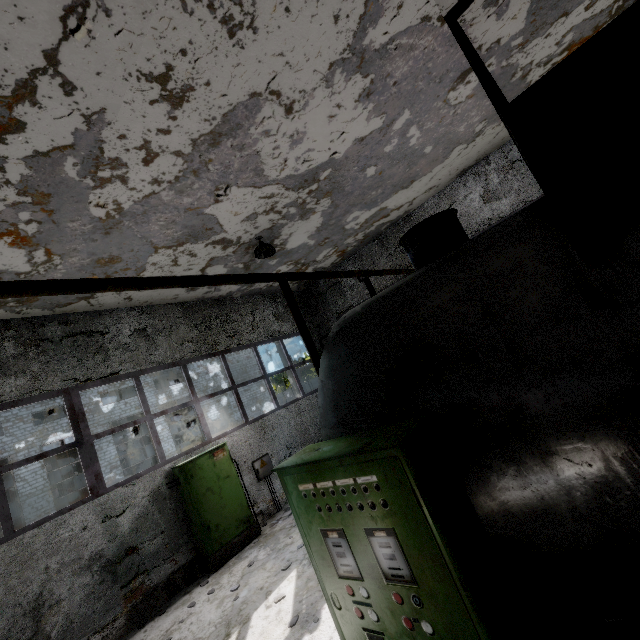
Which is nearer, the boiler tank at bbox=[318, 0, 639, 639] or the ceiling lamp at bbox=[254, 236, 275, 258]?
the boiler tank at bbox=[318, 0, 639, 639]

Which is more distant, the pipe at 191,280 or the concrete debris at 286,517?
the concrete debris at 286,517

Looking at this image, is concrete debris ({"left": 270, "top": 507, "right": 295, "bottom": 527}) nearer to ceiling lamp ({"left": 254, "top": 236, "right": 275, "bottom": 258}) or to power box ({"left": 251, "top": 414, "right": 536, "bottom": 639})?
power box ({"left": 251, "top": 414, "right": 536, "bottom": 639})

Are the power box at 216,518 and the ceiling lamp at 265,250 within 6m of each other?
yes

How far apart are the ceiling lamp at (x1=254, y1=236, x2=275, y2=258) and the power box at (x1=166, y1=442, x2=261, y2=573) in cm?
497

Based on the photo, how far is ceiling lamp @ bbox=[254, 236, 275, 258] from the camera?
7.9 meters

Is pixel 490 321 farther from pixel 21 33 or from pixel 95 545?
pixel 95 545

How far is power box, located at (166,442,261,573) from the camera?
7.5m
